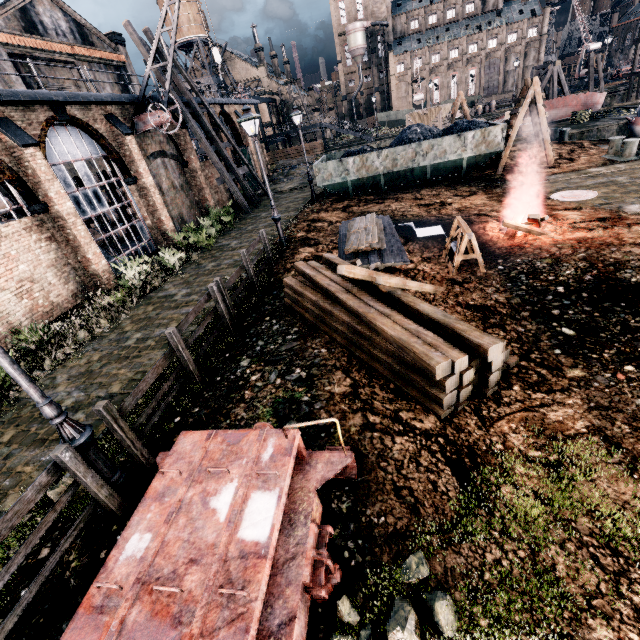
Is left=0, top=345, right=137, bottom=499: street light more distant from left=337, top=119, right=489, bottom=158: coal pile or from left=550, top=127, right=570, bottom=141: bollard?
left=550, top=127, right=570, bottom=141: bollard

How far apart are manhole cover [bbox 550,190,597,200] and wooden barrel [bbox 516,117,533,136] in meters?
17.5 m

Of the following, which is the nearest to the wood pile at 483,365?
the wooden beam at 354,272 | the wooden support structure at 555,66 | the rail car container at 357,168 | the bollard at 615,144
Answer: the wooden beam at 354,272

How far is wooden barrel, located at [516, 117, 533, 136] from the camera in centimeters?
2667cm

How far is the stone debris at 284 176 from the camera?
34.69m

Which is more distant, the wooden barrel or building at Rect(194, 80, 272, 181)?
building at Rect(194, 80, 272, 181)

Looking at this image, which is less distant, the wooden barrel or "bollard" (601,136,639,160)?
"bollard" (601,136,639,160)

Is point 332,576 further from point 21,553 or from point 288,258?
point 288,258
